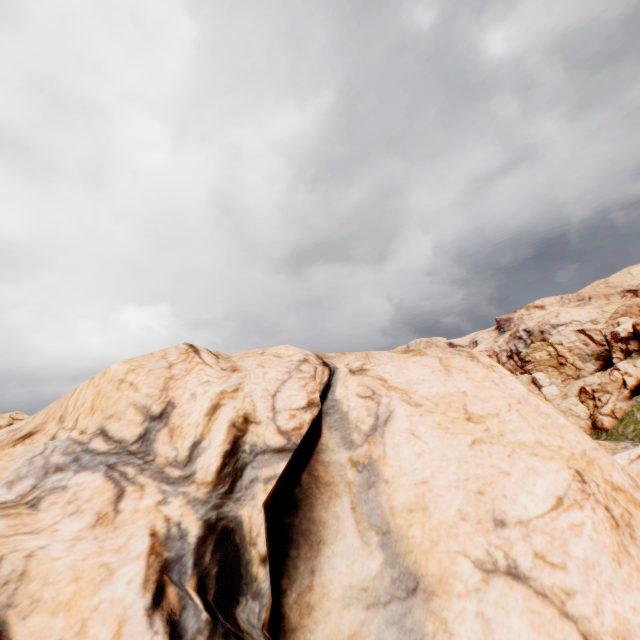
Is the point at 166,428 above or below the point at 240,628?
above
